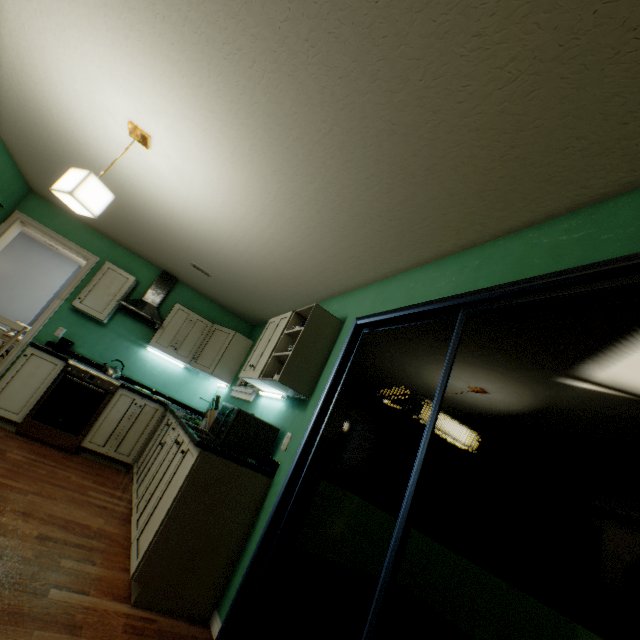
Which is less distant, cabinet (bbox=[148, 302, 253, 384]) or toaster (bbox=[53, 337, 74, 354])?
toaster (bbox=[53, 337, 74, 354])

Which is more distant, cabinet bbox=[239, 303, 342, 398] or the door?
cabinet bbox=[239, 303, 342, 398]

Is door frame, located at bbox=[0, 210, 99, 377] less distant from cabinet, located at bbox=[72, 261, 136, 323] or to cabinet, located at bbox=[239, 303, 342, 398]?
cabinet, located at bbox=[72, 261, 136, 323]

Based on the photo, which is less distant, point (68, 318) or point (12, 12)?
point (12, 12)

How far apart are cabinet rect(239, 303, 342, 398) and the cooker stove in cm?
181

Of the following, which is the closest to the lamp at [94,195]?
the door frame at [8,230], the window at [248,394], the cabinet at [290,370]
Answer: the cabinet at [290,370]

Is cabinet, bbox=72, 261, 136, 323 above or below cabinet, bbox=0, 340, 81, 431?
above

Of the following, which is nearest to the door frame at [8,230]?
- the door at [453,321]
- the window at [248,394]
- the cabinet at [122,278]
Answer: the cabinet at [122,278]
